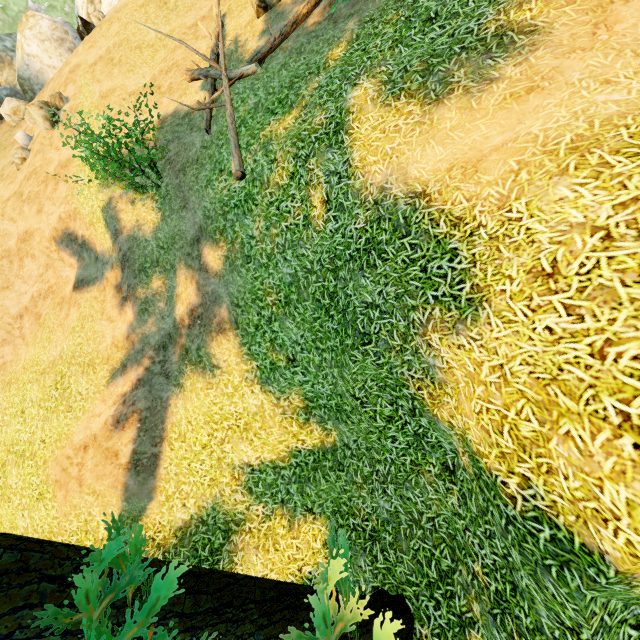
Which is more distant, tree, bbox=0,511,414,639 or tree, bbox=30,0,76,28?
tree, bbox=30,0,76,28

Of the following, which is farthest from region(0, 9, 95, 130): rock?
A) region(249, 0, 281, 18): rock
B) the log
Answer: region(249, 0, 281, 18): rock

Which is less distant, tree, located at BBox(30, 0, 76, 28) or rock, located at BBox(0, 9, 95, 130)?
rock, located at BBox(0, 9, 95, 130)

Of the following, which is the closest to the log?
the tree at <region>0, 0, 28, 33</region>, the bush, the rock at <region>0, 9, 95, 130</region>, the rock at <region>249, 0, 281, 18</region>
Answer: the tree at <region>0, 0, 28, 33</region>

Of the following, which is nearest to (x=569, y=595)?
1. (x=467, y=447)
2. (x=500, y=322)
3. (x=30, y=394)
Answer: (x=467, y=447)

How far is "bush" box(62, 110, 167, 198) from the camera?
8.9m

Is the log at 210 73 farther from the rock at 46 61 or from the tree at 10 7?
the rock at 46 61

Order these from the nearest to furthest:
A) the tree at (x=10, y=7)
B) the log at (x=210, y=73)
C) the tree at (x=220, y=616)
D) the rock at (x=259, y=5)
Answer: the tree at (x=220, y=616), the log at (x=210, y=73), the rock at (x=259, y=5), the tree at (x=10, y=7)
